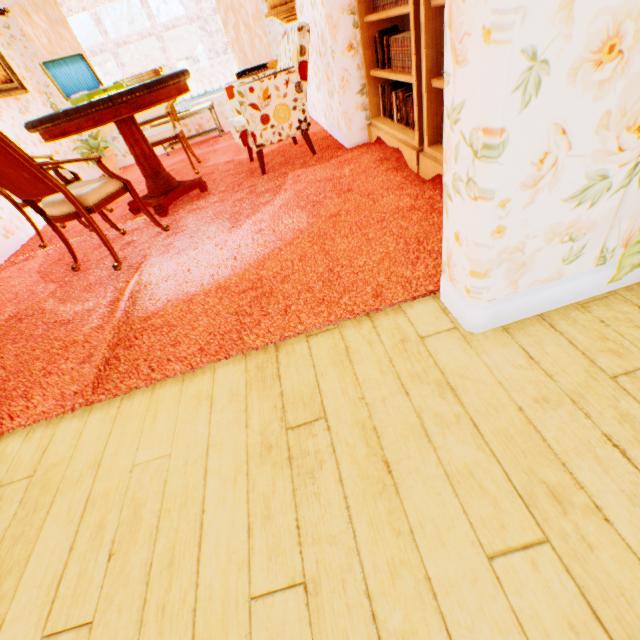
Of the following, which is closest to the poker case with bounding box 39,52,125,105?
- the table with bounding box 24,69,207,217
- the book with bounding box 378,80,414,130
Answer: the table with bounding box 24,69,207,217

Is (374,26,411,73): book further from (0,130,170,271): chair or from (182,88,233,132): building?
(0,130,170,271): chair

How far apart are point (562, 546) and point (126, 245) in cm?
385

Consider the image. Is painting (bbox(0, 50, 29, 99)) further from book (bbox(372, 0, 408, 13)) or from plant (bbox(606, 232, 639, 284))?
plant (bbox(606, 232, 639, 284))

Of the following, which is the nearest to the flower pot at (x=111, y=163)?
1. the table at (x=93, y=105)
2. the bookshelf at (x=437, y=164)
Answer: the table at (x=93, y=105)

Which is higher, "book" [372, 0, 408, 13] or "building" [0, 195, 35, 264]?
"book" [372, 0, 408, 13]

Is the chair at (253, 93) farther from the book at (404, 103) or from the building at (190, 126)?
the book at (404, 103)

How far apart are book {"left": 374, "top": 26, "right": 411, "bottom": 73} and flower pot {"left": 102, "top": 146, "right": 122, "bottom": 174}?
5.3m
